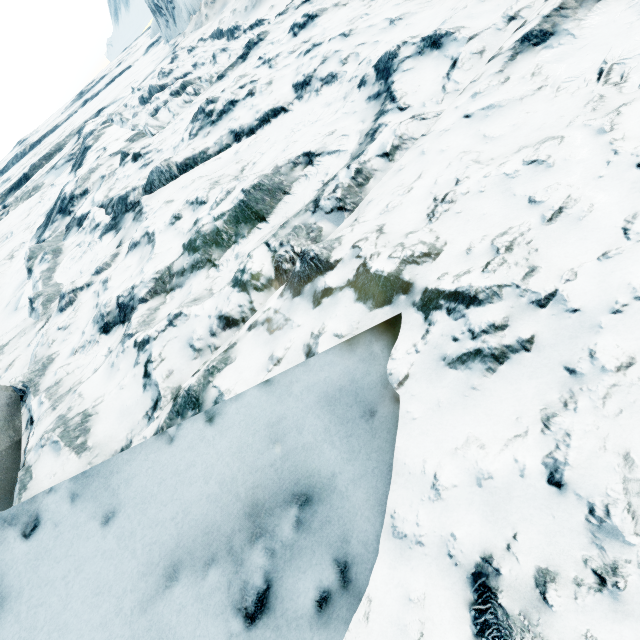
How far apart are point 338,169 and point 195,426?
2.5 meters
